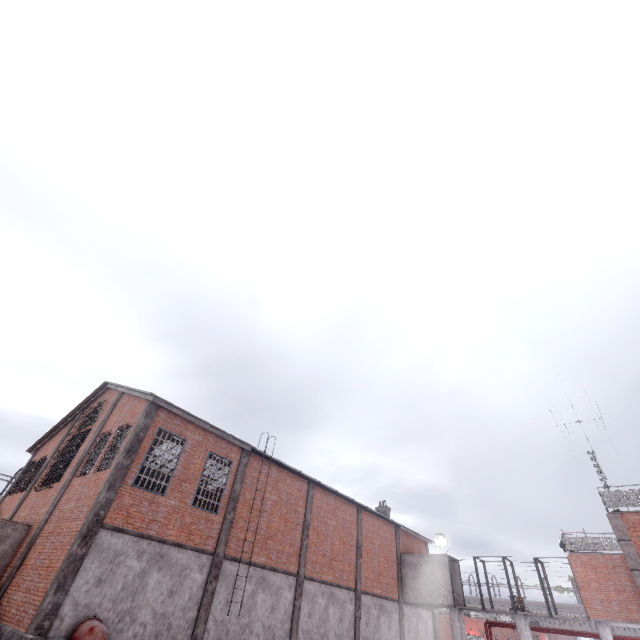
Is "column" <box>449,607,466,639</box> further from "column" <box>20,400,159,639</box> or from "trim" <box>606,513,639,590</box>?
"column" <box>20,400,159,639</box>

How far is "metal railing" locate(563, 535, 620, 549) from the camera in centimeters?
1973cm

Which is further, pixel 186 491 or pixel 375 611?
pixel 375 611

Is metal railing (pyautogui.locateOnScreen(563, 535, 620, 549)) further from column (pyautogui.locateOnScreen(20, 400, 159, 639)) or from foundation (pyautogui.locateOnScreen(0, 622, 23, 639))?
foundation (pyautogui.locateOnScreen(0, 622, 23, 639))

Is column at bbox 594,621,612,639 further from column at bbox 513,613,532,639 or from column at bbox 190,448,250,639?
column at bbox 190,448,250,639

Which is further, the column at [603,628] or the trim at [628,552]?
the column at [603,628]

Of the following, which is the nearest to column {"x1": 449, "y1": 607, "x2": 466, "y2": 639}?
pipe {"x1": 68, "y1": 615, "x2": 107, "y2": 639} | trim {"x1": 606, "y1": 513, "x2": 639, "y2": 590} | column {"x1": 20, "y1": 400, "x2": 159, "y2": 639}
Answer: trim {"x1": 606, "y1": 513, "x2": 639, "y2": 590}

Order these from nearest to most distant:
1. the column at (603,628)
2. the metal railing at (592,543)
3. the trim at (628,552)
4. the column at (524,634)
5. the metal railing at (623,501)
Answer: the trim at (628,552) → the metal railing at (623,501) → the column at (603,628) → the metal railing at (592,543) → the column at (524,634)
